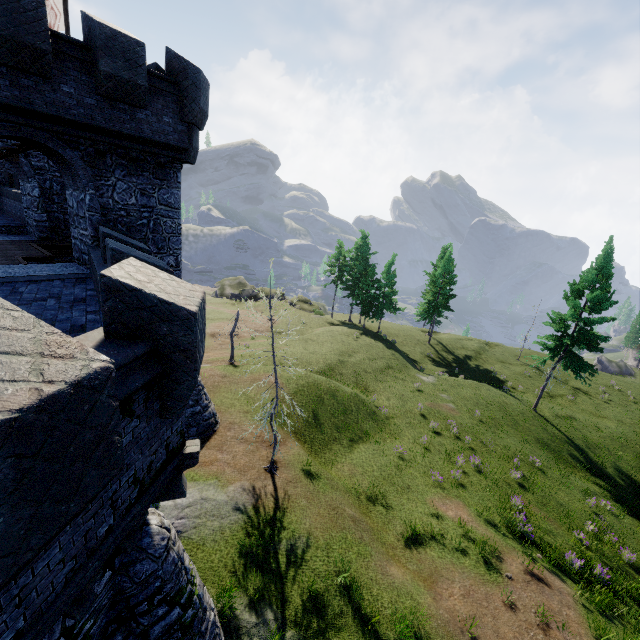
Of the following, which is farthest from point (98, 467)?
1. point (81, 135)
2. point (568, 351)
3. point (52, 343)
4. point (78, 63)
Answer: point (568, 351)

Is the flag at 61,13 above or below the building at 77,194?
above

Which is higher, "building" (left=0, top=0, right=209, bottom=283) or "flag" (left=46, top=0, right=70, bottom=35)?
"flag" (left=46, top=0, right=70, bottom=35)

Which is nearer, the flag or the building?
the building

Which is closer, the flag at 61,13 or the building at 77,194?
the building at 77,194
